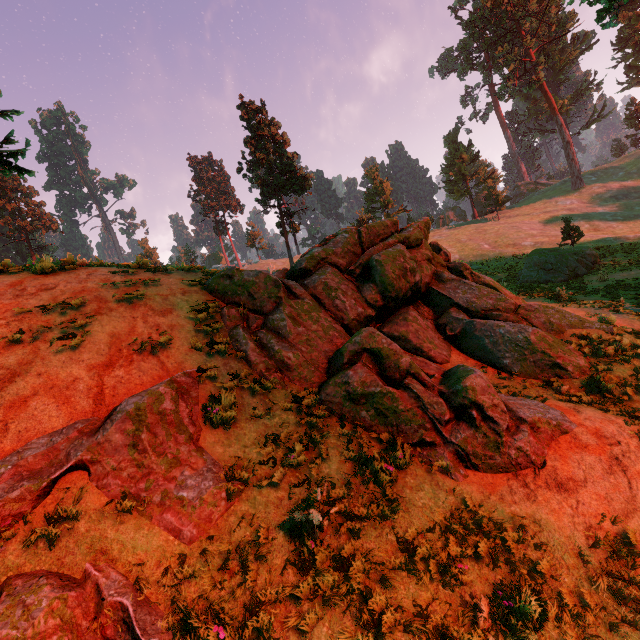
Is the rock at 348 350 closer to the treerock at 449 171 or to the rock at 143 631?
→ the rock at 143 631

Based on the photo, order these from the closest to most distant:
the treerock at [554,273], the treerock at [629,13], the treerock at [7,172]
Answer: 1. the treerock at [7,172]
2. the treerock at [554,273]
3. the treerock at [629,13]

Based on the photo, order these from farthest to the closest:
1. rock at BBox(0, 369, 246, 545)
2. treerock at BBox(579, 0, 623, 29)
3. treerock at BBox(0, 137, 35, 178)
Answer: treerock at BBox(579, 0, 623, 29) < treerock at BBox(0, 137, 35, 178) < rock at BBox(0, 369, 246, 545)

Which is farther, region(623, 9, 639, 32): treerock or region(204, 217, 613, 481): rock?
region(623, 9, 639, 32): treerock

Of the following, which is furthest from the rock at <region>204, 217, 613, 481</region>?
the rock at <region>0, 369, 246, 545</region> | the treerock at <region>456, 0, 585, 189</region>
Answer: the treerock at <region>456, 0, 585, 189</region>

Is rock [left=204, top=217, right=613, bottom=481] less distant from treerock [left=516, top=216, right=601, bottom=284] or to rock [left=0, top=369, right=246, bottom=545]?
rock [left=0, top=369, right=246, bottom=545]

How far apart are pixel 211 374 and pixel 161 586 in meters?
3.4
